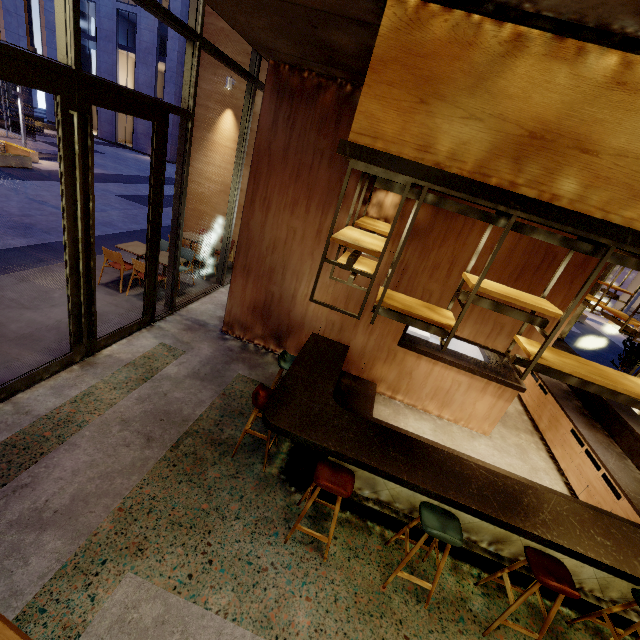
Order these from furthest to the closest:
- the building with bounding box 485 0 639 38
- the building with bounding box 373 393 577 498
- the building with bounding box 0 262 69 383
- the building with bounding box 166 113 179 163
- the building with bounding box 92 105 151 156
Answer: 1. the building with bounding box 92 105 151 156
2. the building with bounding box 166 113 179 163
3. the building with bounding box 373 393 577 498
4. the building with bounding box 0 262 69 383
5. the building with bounding box 485 0 639 38

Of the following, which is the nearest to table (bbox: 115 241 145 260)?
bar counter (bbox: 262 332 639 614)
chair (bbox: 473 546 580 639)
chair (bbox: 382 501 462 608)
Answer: bar counter (bbox: 262 332 639 614)

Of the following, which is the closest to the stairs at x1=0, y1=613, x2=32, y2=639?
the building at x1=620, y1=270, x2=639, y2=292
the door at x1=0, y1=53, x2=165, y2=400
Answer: the door at x1=0, y1=53, x2=165, y2=400

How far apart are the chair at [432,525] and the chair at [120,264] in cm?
659

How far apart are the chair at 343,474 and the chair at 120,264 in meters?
5.6 m

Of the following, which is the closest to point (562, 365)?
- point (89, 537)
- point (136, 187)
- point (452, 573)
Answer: point (452, 573)

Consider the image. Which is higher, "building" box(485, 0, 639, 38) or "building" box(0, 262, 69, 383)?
"building" box(485, 0, 639, 38)

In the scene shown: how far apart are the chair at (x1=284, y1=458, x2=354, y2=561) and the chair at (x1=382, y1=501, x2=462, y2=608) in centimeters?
61cm
